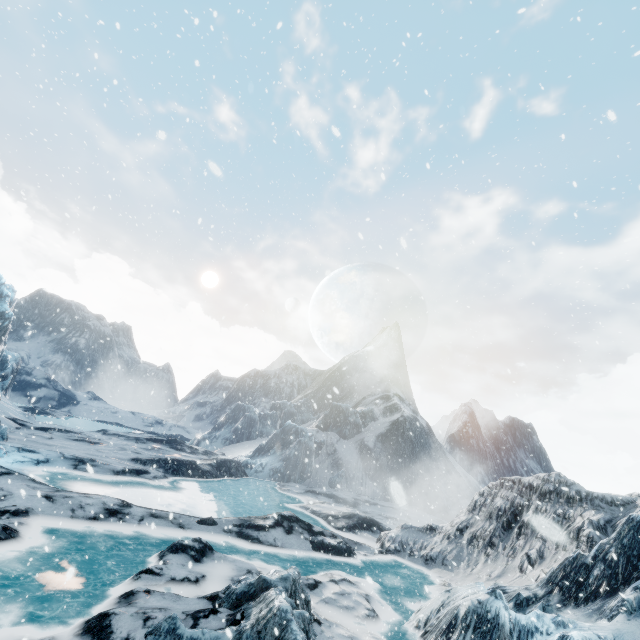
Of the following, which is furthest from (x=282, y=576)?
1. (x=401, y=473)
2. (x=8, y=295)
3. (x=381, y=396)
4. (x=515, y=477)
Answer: (x=381, y=396)
